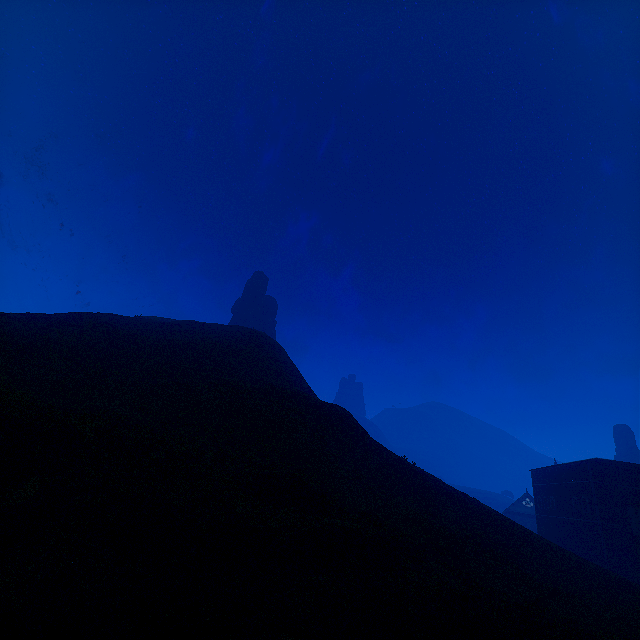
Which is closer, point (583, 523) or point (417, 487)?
point (417, 487)

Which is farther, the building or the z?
the building

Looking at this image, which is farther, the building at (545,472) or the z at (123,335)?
the building at (545,472)
